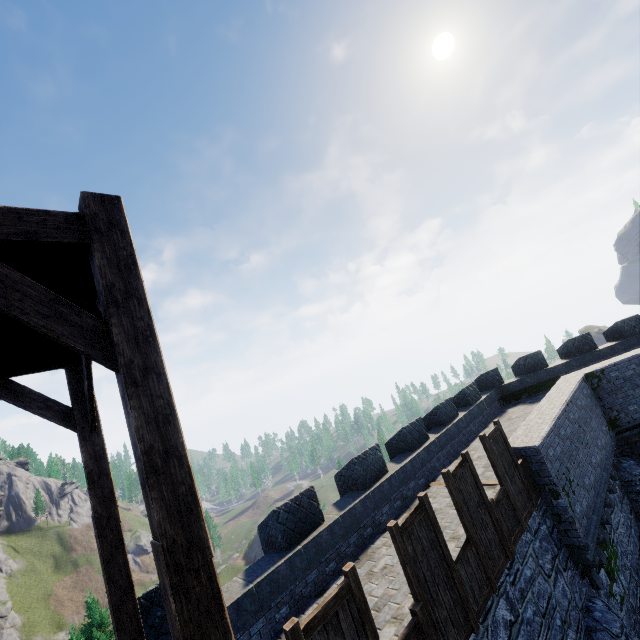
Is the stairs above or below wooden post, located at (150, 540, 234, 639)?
above

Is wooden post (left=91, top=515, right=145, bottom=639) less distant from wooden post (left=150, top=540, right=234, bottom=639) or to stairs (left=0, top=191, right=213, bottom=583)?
stairs (left=0, top=191, right=213, bottom=583)

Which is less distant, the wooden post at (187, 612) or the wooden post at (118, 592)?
the wooden post at (187, 612)

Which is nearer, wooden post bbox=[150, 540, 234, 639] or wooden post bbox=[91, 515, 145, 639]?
wooden post bbox=[150, 540, 234, 639]

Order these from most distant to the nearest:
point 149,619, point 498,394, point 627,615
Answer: point 498,394 → point 627,615 → point 149,619

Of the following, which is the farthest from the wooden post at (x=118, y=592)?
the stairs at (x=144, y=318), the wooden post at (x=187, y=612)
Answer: the wooden post at (x=187, y=612)

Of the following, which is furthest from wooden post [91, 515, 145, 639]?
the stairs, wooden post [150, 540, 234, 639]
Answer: wooden post [150, 540, 234, 639]
